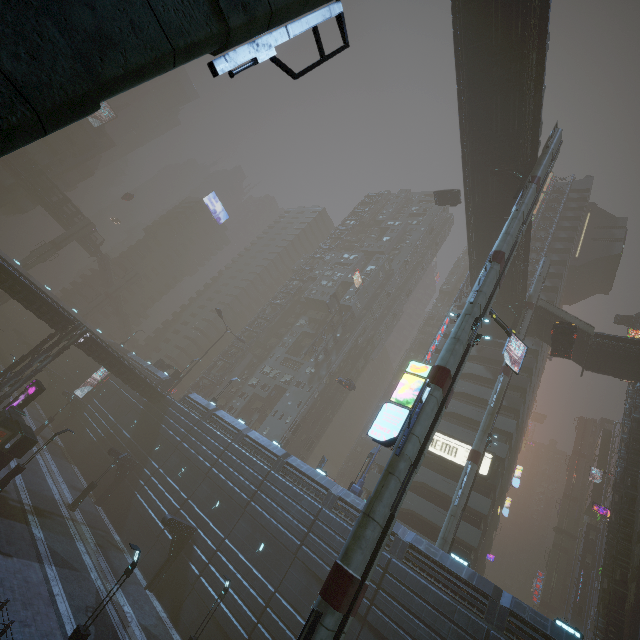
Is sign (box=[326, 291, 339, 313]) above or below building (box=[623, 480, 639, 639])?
above

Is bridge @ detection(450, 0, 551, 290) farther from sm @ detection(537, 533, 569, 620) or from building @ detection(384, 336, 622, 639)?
sm @ detection(537, 533, 569, 620)

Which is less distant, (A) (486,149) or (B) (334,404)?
(A) (486,149)

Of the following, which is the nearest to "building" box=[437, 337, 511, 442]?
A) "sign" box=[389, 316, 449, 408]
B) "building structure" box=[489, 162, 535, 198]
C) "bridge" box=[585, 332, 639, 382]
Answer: "sign" box=[389, 316, 449, 408]

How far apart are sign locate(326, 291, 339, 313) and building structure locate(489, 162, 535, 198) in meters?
32.5

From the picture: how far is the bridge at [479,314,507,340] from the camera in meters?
40.5 m

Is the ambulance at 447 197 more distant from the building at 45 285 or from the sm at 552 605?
the sm at 552 605

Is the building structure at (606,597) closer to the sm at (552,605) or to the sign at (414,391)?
the sign at (414,391)
